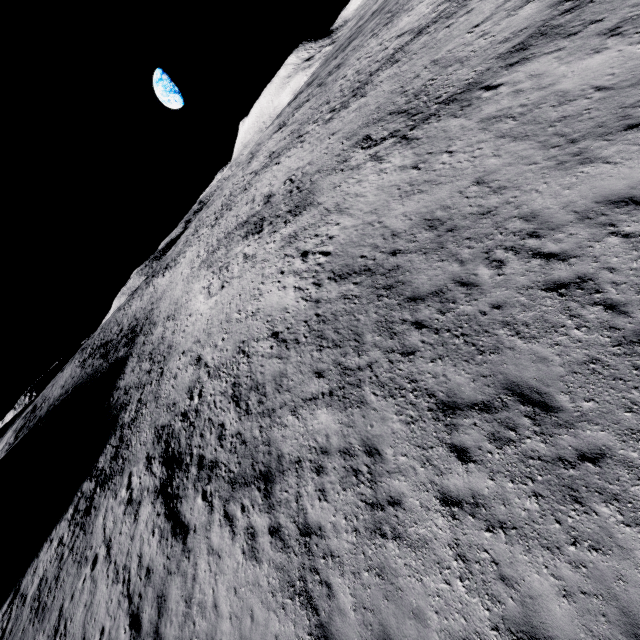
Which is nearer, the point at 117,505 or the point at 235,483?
the point at 235,483
